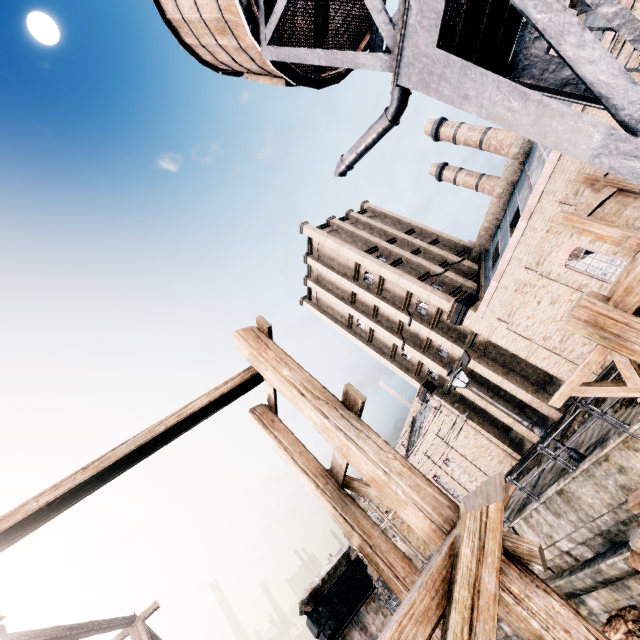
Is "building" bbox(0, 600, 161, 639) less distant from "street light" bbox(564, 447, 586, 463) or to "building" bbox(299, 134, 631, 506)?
"street light" bbox(564, 447, 586, 463)

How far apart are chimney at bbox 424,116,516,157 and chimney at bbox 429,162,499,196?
2.62m

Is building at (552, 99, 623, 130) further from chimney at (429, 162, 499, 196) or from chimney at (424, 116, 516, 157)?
chimney at (424, 116, 516, 157)

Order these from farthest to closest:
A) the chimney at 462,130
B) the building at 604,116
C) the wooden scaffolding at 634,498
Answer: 1. the chimney at 462,130
2. the building at 604,116
3. the wooden scaffolding at 634,498

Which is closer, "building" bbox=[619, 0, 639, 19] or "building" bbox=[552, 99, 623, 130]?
"building" bbox=[619, 0, 639, 19]

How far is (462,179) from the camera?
46.3m

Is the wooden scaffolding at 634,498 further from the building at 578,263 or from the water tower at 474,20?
the building at 578,263

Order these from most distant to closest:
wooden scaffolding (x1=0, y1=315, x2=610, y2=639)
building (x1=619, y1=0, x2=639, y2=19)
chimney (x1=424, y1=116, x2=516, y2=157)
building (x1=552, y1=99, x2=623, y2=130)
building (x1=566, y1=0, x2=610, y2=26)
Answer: chimney (x1=424, y1=116, x2=516, y2=157), building (x1=552, y1=99, x2=623, y2=130), building (x1=566, y1=0, x2=610, y2=26), building (x1=619, y1=0, x2=639, y2=19), wooden scaffolding (x1=0, y1=315, x2=610, y2=639)
